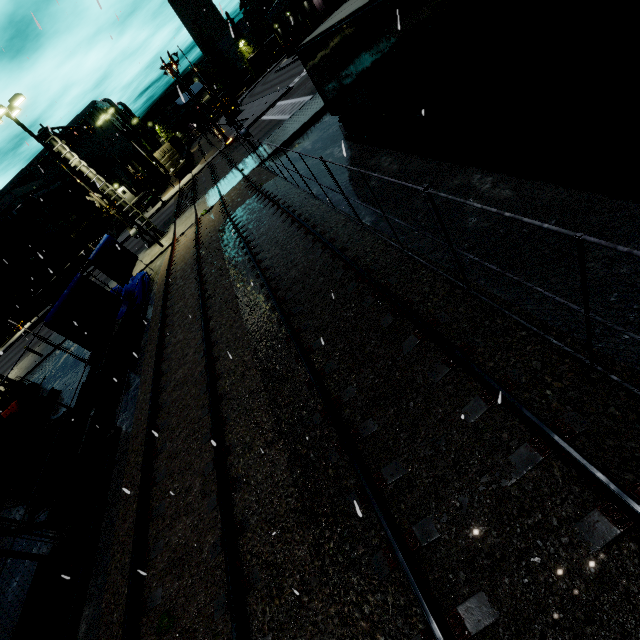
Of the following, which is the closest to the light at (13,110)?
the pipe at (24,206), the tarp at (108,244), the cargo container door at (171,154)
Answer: the tarp at (108,244)

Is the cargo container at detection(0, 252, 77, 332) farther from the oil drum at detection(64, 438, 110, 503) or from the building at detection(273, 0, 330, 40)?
the oil drum at detection(64, 438, 110, 503)

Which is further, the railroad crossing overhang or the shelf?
the railroad crossing overhang

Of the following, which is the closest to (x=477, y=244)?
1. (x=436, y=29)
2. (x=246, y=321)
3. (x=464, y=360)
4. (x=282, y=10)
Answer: (x=464, y=360)

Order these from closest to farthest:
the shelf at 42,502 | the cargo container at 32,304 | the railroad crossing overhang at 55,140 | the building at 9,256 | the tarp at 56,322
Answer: the shelf at 42,502
the tarp at 56,322
the railroad crossing overhang at 55,140
the cargo container at 32,304
the building at 9,256

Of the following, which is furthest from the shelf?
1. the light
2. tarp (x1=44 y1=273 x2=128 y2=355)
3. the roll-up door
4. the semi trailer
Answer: the roll-up door

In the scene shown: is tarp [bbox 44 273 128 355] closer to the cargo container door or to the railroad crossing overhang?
the railroad crossing overhang

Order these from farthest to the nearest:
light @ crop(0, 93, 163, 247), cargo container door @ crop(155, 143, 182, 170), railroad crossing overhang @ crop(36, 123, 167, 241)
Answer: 1. cargo container door @ crop(155, 143, 182, 170)
2. railroad crossing overhang @ crop(36, 123, 167, 241)
3. light @ crop(0, 93, 163, 247)
